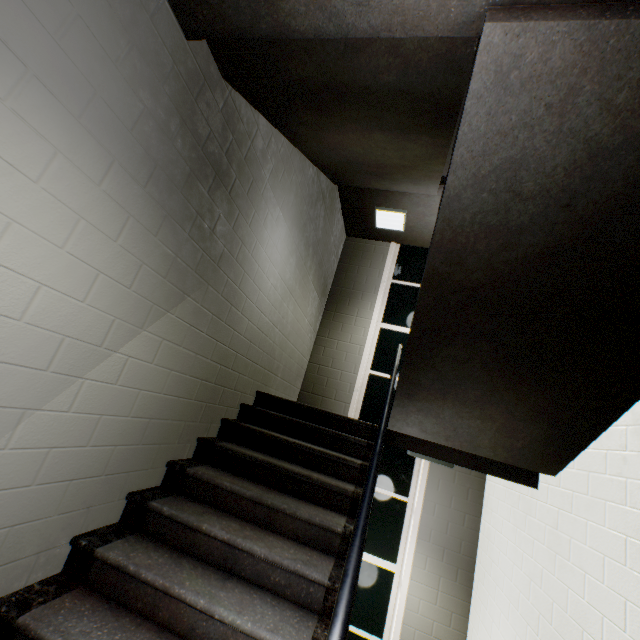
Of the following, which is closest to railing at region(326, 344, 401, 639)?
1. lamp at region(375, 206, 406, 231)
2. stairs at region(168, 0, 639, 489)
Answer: stairs at region(168, 0, 639, 489)

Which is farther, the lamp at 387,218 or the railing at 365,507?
the lamp at 387,218

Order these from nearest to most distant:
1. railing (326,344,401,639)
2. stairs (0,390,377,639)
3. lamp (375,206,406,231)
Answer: railing (326,344,401,639), stairs (0,390,377,639), lamp (375,206,406,231)

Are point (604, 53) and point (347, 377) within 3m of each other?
no

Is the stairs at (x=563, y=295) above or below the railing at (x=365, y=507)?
above

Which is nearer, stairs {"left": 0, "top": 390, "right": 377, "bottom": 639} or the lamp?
stairs {"left": 0, "top": 390, "right": 377, "bottom": 639}

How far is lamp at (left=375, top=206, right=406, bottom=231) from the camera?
5.2 meters
